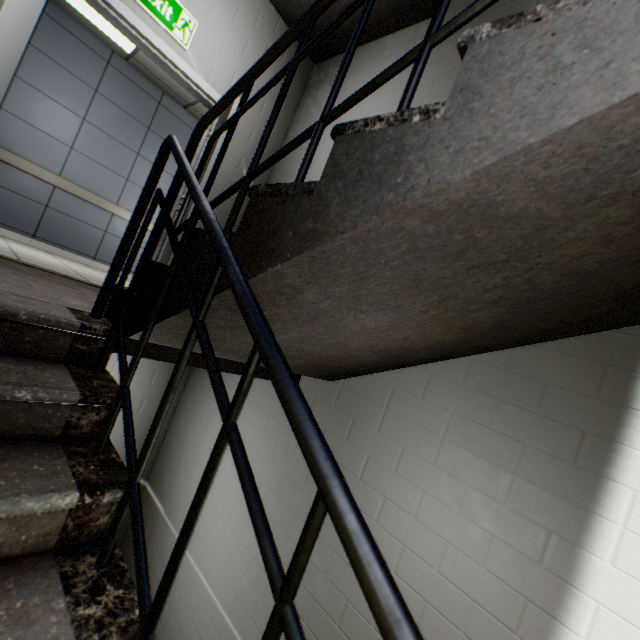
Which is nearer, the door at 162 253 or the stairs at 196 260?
the stairs at 196 260

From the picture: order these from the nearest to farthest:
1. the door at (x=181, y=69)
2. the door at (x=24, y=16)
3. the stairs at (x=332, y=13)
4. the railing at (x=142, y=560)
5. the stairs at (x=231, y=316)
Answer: the railing at (x=142, y=560) → the stairs at (x=231, y=316) → the door at (x=24, y=16) → the door at (x=181, y=69) → the stairs at (x=332, y=13)

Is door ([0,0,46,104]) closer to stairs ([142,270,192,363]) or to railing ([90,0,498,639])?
stairs ([142,270,192,363])

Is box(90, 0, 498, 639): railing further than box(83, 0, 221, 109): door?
No

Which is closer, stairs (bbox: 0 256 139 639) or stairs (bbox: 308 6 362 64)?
stairs (bbox: 0 256 139 639)

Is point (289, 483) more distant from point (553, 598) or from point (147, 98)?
point (147, 98)

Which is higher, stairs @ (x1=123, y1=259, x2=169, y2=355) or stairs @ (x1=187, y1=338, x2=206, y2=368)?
stairs @ (x1=123, y1=259, x2=169, y2=355)
